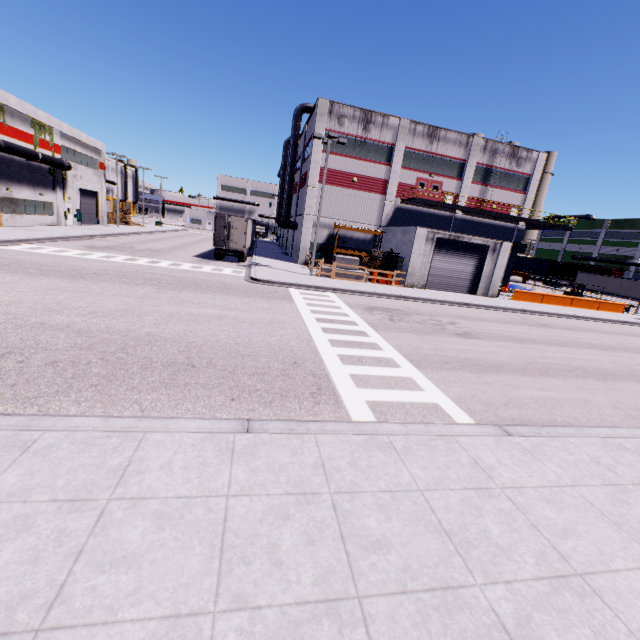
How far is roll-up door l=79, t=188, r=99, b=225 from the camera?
41.3 meters

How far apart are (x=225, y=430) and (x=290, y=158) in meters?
35.1 m

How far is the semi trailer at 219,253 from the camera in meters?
26.8

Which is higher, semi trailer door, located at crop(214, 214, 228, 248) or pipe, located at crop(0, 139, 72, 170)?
pipe, located at crop(0, 139, 72, 170)

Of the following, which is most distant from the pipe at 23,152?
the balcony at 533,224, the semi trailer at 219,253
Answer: the balcony at 533,224

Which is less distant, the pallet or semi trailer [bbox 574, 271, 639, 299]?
the pallet

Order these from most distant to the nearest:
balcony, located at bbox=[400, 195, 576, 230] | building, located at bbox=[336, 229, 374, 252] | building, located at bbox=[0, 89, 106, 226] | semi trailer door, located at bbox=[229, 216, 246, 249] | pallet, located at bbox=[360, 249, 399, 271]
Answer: building, located at bbox=[336, 229, 374, 252]
balcony, located at bbox=[400, 195, 576, 230]
building, located at bbox=[0, 89, 106, 226]
pallet, located at bbox=[360, 249, 399, 271]
semi trailer door, located at bbox=[229, 216, 246, 249]

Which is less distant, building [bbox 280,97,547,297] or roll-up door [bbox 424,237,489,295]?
roll-up door [bbox 424,237,489,295]
